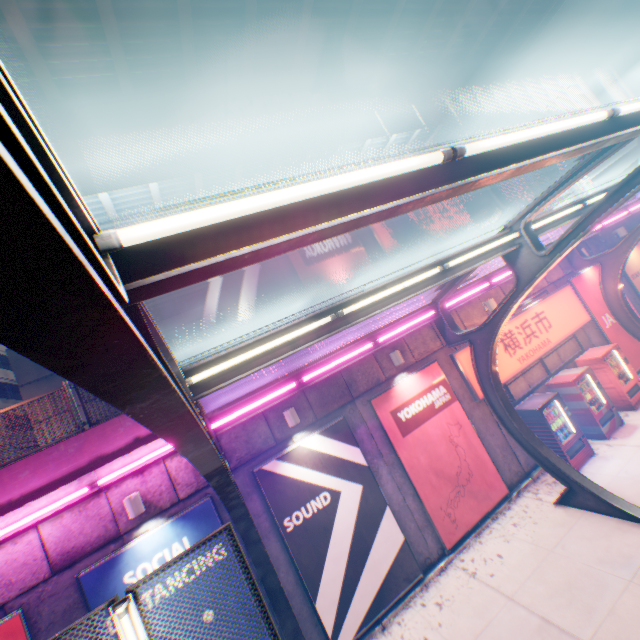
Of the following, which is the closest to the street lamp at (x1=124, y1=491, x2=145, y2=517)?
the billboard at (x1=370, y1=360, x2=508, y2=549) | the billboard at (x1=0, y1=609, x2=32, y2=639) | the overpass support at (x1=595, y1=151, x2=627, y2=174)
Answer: the billboard at (x1=0, y1=609, x2=32, y2=639)

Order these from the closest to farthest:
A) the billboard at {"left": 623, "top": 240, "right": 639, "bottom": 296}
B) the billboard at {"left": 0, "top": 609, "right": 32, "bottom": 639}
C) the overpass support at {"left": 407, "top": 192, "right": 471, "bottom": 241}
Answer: the billboard at {"left": 0, "top": 609, "right": 32, "bottom": 639} < the billboard at {"left": 623, "top": 240, "right": 639, "bottom": 296} < the overpass support at {"left": 407, "top": 192, "right": 471, "bottom": 241}

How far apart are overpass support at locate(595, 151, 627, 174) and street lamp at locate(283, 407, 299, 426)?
47.0 meters

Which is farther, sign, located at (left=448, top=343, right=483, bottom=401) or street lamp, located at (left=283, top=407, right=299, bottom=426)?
sign, located at (left=448, top=343, right=483, bottom=401)

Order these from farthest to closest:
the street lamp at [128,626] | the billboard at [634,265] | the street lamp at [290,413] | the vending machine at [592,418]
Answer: the billboard at [634,265], the vending machine at [592,418], the street lamp at [290,413], the street lamp at [128,626]

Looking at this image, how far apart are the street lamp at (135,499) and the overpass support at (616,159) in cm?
5067

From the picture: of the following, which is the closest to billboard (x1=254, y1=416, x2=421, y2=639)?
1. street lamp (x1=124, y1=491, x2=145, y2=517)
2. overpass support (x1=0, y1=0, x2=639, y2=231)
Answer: street lamp (x1=124, y1=491, x2=145, y2=517)

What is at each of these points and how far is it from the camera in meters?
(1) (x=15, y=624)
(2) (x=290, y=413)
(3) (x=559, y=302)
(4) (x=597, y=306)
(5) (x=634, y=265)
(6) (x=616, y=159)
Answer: (1) billboard, 5.8
(2) street lamp, 7.9
(3) sign, 12.2
(4) billboard, 13.1
(5) billboard, 14.7
(6) overpass support, 35.8
